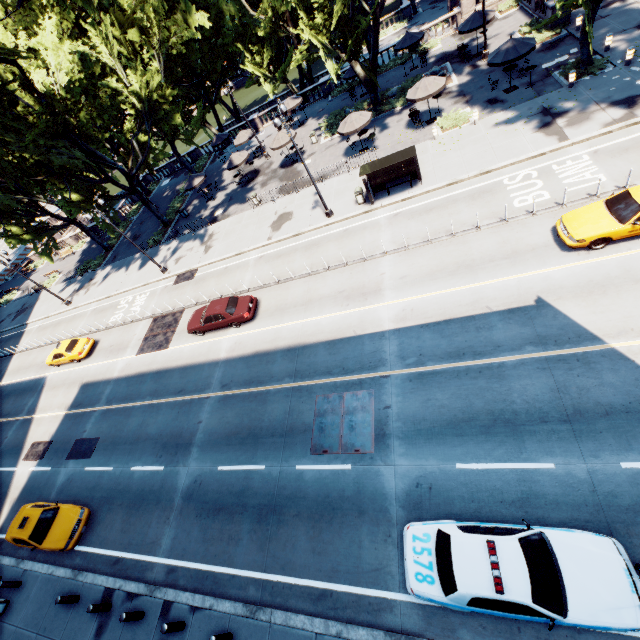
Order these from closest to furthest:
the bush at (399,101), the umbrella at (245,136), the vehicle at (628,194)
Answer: the vehicle at (628,194) < the bush at (399,101) < the umbrella at (245,136)

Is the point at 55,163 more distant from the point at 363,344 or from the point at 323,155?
the point at 363,344

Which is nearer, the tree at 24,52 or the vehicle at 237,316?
the vehicle at 237,316

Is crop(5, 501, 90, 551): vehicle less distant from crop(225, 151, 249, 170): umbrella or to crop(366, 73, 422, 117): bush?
crop(225, 151, 249, 170): umbrella

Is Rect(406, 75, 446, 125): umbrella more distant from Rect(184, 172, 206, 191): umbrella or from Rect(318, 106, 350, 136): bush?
Rect(184, 172, 206, 191): umbrella

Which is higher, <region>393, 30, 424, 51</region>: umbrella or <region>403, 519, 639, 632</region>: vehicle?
<region>393, 30, 424, 51</region>: umbrella

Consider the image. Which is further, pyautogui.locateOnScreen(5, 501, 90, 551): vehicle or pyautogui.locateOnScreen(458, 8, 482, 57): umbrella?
pyautogui.locateOnScreen(458, 8, 482, 57): umbrella

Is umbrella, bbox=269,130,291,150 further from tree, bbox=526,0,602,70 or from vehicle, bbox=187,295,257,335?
vehicle, bbox=187,295,257,335
